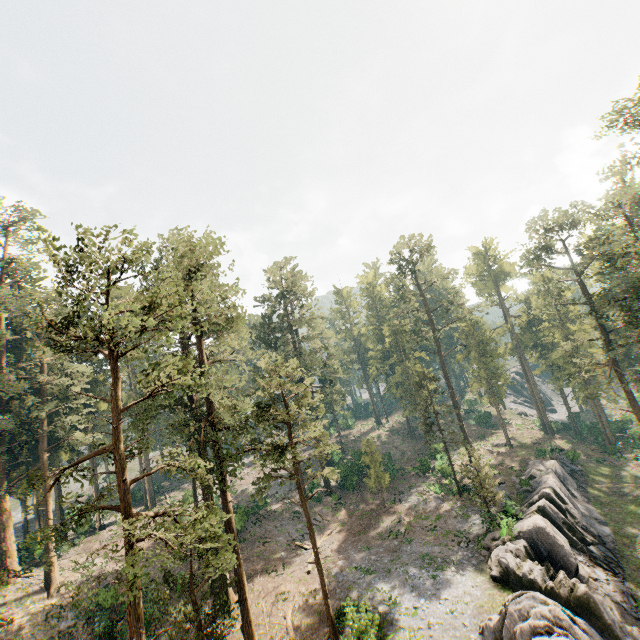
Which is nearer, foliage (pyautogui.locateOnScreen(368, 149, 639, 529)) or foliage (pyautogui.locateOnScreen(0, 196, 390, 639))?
foliage (pyautogui.locateOnScreen(0, 196, 390, 639))

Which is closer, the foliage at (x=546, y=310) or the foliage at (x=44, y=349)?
the foliage at (x=44, y=349)

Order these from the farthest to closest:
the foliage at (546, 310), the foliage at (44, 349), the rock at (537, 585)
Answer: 1. the foliage at (546, 310)
2. the rock at (537, 585)
3. the foliage at (44, 349)

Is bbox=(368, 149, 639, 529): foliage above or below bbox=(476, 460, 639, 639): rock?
above

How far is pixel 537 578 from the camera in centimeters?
2114cm

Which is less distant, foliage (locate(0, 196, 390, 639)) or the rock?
foliage (locate(0, 196, 390, 639))

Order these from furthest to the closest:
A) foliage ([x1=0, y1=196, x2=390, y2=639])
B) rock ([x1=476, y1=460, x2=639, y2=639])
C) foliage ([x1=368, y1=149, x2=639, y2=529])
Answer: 1. foliage ([x1=368, y1=149, x2=639, y2=529])
2. rock ([x1=476, y1=460, x2=639, y2=639])
3. foliage ([x1=0, y1=196, x2=390, y2=639])
